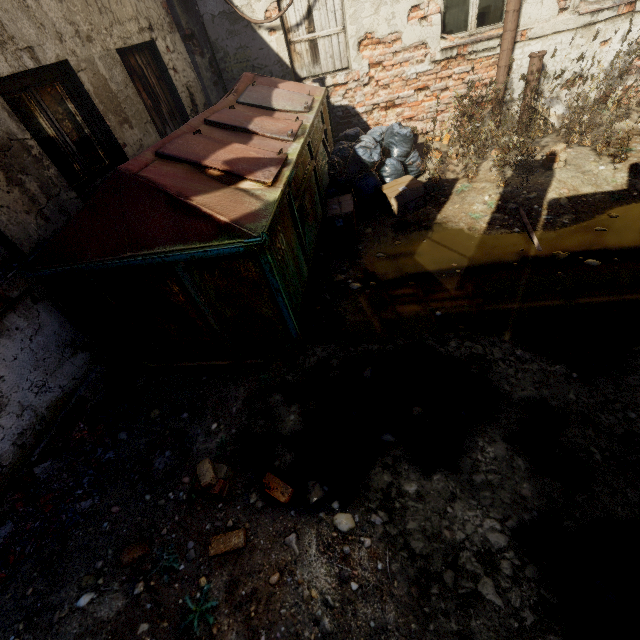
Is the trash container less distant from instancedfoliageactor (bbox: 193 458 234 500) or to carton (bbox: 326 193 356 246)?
carton (bbox: 326 193 356 246)

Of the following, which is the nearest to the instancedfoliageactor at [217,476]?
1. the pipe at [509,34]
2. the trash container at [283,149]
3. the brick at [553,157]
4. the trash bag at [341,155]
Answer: the trash container at [283,149]

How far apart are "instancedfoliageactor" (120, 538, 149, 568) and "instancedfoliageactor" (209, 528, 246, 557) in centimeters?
46cm

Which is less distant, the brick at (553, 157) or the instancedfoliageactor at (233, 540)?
the instancedfoliageactor at (233, 540)

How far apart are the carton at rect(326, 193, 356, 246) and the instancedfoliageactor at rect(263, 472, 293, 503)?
3.1m

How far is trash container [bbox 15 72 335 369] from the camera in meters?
2.3

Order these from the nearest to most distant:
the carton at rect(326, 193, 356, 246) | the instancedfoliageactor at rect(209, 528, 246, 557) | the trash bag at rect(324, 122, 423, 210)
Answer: the instancedfoliageactor at rect(209, 528, 246, 557)
the carton at rect(326, 193, 356, 246)
the trash bag at rect(324, 122, 423, 210)

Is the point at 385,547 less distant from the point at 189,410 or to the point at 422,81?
the point at 189,410
